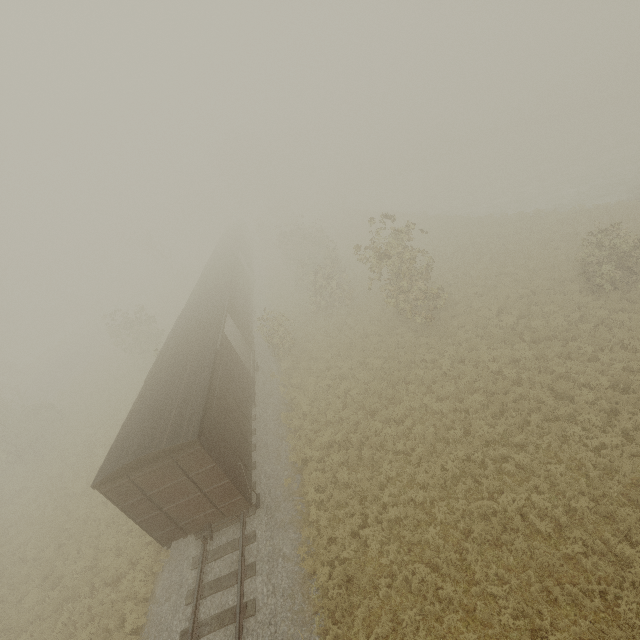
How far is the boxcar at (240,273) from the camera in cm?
980

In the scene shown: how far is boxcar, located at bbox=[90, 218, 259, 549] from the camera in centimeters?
980cm

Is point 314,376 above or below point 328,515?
above
